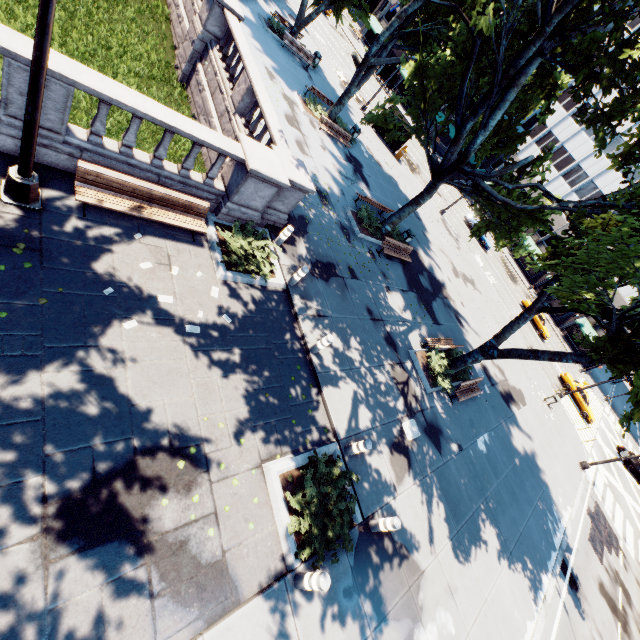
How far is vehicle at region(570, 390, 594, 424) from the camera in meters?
31.6 m

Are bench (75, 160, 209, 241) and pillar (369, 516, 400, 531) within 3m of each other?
no

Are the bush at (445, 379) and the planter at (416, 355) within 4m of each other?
yes

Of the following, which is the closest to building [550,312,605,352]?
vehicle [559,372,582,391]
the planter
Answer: vehicle [559,372,582,391]

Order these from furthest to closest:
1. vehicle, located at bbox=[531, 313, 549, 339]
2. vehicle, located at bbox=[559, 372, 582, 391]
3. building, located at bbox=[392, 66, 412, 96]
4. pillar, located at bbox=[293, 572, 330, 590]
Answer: building, located at bbox=[392, 66, 412, 96] < vehicle, located at bbox=[531, 313, 549, 339] < vehicle, located at bbox=[559, 372, 582, 391] < pillar, located at bbox=[293, 572, 330, 590]

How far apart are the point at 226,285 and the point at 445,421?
10.4 meters

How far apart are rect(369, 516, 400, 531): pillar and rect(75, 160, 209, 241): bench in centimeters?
890cm

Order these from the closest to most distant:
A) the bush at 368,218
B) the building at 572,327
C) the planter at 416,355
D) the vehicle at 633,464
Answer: the planter at 416,355 < the bush at 368,218 < the vehicle at 633,464 < the building at 572,327
